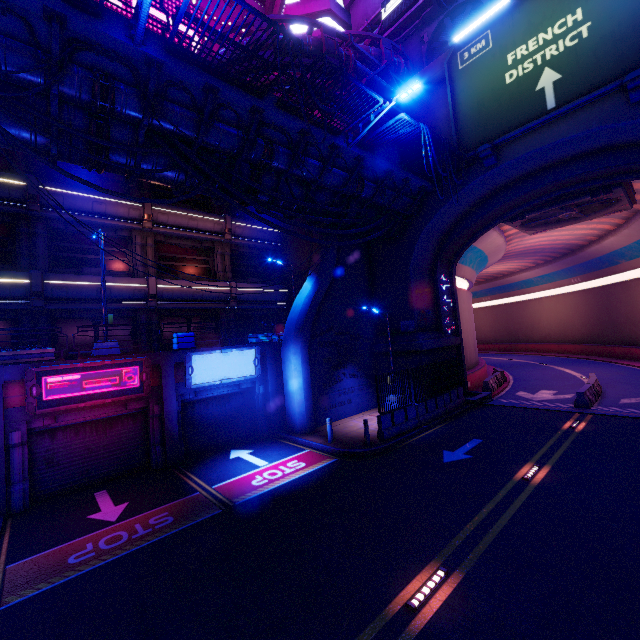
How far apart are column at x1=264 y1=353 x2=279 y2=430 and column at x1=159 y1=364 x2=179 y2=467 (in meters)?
4.62

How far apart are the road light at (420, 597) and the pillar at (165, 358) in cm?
1181

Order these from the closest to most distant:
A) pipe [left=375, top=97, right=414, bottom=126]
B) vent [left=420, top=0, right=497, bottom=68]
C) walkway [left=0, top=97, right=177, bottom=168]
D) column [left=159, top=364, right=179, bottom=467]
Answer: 1. walkway [left=0, top=97, right=177, bottom=168]
2. column [left=159, top=364, right=179, bottom=467]
3. pipe [left=375, top=97, right=414, bottom=126]
4. vent [left=420, top=0, right=497, bottom=68]

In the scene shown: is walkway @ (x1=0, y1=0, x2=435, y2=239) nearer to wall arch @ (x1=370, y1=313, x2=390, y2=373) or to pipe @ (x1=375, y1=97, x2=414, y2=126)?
wall arch @ (x1=370, y1=313, x2=390, y2=373)

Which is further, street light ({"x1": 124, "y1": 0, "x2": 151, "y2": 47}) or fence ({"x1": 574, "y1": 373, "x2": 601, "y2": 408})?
fence ({"x1": 574, "y1": 373, "x2": 601, "y2": 408})

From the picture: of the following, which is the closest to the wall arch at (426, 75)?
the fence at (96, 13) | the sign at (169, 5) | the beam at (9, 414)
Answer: the sign at (169, 5)

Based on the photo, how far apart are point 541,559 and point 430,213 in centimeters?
1563cm

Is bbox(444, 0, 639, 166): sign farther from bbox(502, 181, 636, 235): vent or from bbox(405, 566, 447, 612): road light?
bbox(405, 566, 447, 612): road light
